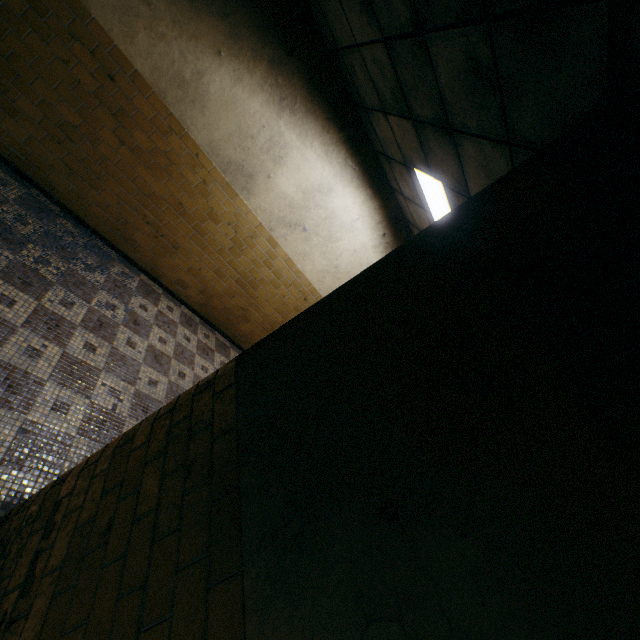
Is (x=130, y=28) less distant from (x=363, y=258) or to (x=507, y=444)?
(x=363, y=258)

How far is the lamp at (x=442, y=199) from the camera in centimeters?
339cm

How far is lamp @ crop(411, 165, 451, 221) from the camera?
3.39m
